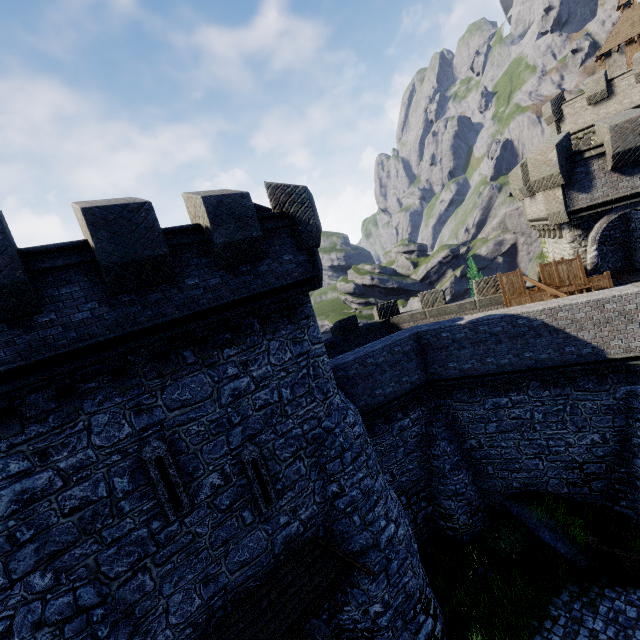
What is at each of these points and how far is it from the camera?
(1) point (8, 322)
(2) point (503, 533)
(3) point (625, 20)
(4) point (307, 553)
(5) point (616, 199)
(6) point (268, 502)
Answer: (1) building, 6.07m
(2) bush, 14.73m
(3) building, 31.91m
(4) awning, 9.92m
(5) building tower, 14.66m
(6) window slit, 9.47m

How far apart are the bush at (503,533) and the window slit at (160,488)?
13.6 meters

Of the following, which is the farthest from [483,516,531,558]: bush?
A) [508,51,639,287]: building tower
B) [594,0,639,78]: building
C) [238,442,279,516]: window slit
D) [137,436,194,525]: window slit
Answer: [594,0,639,78]: building

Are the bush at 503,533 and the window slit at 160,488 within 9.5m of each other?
no

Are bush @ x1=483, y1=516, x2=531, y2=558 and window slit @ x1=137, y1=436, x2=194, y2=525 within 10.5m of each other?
no

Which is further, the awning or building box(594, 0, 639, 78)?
building box(594, 0, 639, 78)

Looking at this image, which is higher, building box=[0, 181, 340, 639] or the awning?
building box=[0, 181, 340, 639]

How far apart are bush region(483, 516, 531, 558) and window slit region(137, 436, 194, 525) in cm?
1355
